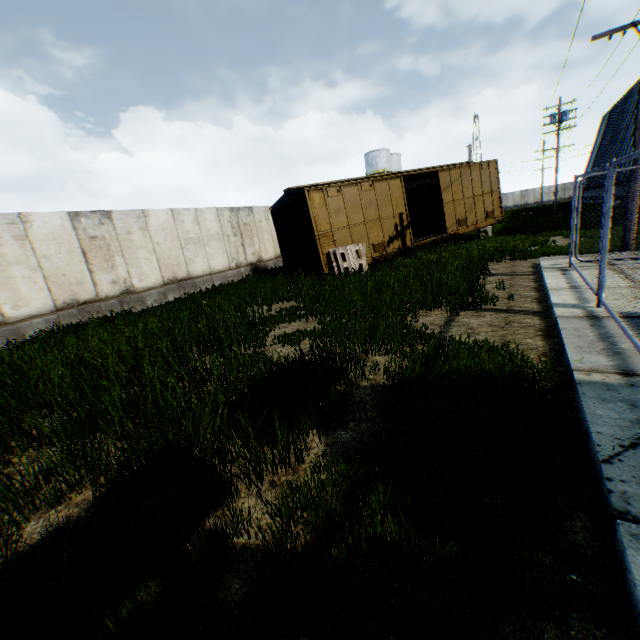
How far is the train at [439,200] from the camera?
12.4m

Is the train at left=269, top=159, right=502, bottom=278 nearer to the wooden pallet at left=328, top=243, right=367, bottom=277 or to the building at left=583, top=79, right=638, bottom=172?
the wooden pallet at left=328, top=243, right=367, bottom=277

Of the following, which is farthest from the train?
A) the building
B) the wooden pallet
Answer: the building

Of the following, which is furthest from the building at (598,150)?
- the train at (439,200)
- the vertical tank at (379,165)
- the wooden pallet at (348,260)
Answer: the vertical tank at (379,165)

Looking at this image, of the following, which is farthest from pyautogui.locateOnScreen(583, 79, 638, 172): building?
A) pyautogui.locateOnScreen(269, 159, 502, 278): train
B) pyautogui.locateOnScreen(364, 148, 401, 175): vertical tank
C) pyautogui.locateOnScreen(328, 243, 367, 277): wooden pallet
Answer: pyautogui.locateOnScreen(364, 148, 401, 175): vertical tank

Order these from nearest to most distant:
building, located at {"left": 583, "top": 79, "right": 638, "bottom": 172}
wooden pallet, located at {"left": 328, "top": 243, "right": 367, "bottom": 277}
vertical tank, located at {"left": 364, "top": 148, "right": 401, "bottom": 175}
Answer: wooden pallet, located at {"left": 328, "top": 243, "right": 367, "bottom": 277}, building, located at {"left": 583, "top": 79, "right": 638, "bottom": 172}, vertical tank, located at {"left": 364, "top": 148, "right": 401, "bottom": 175}

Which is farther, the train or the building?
the building

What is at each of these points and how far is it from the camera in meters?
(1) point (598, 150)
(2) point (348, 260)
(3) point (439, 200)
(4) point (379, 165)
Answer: (1) building, 41.7 m
(2) wooden pallet, 12.4 m
(3) train, 20.3 m
(4) vertical tank, 50.6 m
